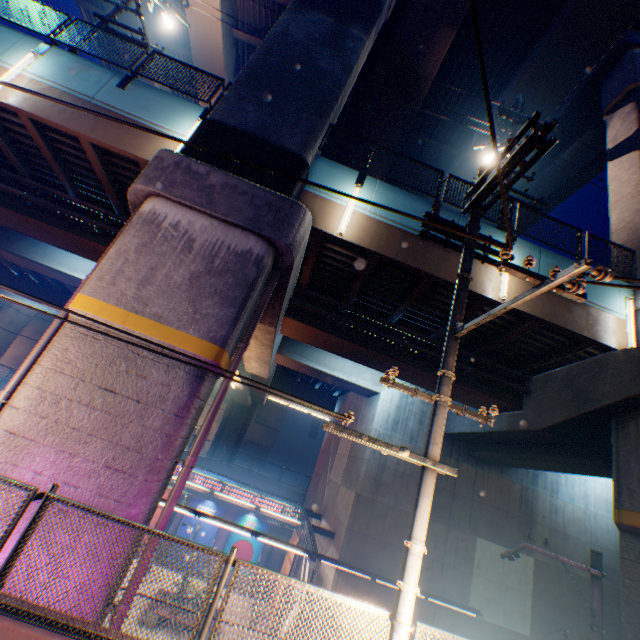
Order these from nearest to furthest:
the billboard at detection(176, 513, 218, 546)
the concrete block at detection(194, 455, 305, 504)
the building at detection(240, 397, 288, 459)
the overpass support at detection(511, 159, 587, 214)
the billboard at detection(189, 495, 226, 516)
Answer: the overpass support at detection(511, 159, 587, 214)
the billboard at detection(176, 513, 218, 546)
the billboard at detection(189, 495, 226, 516)
the concrete block at detection(194, 455, 305, 504)
the building at detection(240, 397, 288, 459)

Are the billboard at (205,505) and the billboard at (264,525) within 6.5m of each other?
yes

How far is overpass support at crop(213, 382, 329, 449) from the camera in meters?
26.3 m

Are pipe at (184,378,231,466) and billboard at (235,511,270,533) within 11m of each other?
no

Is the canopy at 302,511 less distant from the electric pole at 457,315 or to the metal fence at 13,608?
the metal fence at 13,608

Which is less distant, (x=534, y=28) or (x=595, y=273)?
(x=595, y=273)

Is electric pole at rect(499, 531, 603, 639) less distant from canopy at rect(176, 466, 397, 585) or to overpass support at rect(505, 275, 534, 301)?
overpass support at rect(505, 275, 534, 301)
